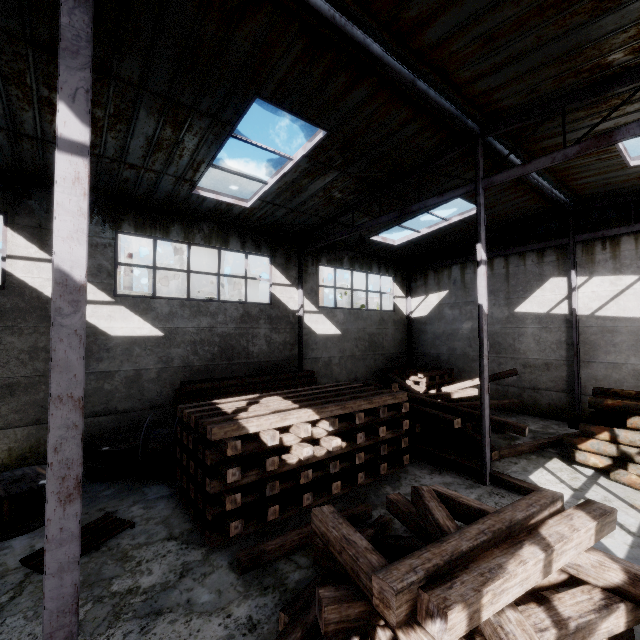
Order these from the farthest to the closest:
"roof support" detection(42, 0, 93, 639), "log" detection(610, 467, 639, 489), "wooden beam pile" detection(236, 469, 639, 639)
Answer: "log" detection(610, 467, 639, 489), "roof support" detection(42, 0, 93, 639), "wooden beam pile" detection(236, 469, 639, 639)

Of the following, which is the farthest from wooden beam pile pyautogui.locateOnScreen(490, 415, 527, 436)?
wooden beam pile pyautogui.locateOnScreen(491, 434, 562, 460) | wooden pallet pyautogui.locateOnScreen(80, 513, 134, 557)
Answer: wooden pallet pyautogui.locateOnScreen(80, 513, 134, 557)

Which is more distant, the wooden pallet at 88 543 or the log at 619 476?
the log at 619 476

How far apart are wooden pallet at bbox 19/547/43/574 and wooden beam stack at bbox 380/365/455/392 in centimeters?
1194cm

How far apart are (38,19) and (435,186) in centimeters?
1000cm

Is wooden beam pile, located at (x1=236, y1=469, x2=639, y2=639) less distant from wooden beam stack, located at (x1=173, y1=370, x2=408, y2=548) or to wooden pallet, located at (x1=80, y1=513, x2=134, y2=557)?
wooden beam stack, located at (x1=173, y1=370, x2=408, y2=548)

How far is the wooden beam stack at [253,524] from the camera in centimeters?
568cm

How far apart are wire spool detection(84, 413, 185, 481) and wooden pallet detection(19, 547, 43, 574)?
1.4m
